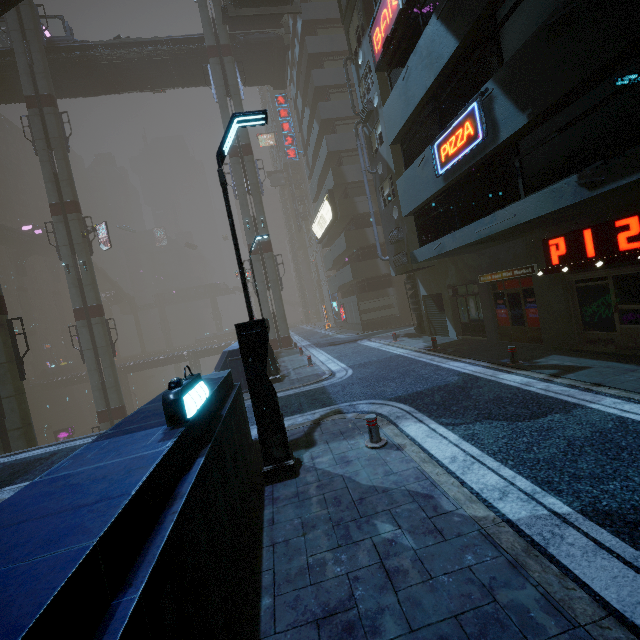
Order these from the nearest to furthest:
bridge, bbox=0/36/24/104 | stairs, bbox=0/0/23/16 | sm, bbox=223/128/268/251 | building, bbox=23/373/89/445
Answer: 1. stairs, bbox=0/0/23/16
2. bridge, bbox=0/36/24/104
3. sm, bbox=223/128/268/251
4. building, bbox=23/373/89/445

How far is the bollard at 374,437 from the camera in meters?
6.5 m

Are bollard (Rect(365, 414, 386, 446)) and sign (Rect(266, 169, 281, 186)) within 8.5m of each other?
no

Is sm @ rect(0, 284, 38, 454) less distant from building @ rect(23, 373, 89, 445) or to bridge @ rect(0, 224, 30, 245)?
building @ rect(23, 373, 89, 445)

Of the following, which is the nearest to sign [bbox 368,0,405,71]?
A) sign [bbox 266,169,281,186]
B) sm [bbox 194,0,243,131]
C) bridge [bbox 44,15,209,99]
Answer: sm [bbox 194,0,243,131]

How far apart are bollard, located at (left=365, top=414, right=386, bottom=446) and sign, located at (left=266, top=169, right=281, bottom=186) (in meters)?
60.20

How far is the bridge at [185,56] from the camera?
28.53m

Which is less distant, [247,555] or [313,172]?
[247,555]
